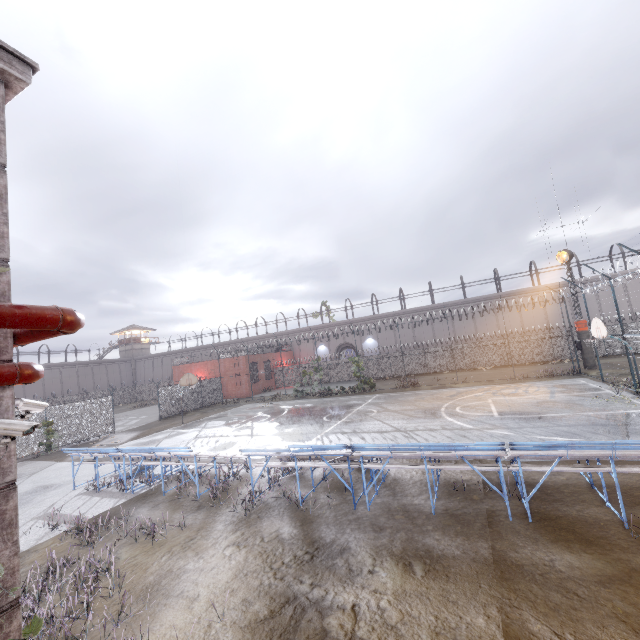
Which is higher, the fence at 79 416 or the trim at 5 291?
the trim at 5 291

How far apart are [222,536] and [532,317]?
41.00m

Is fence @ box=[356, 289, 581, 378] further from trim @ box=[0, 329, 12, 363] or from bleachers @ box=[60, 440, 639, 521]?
bleachers @ box=[60, 440, 639, 521]

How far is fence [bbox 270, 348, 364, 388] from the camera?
39.5 meters

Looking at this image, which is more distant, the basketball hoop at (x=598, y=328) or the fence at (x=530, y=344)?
the fence at (x=530, y=344)
